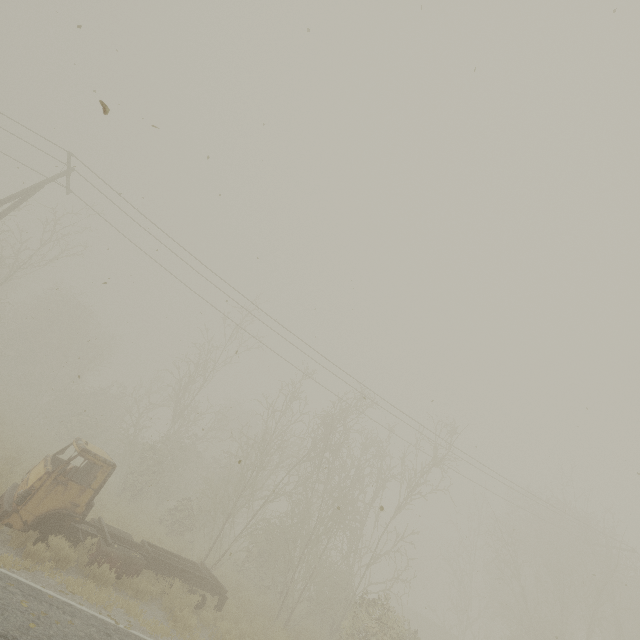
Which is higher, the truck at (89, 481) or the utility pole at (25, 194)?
the utility pole at (25, 194)

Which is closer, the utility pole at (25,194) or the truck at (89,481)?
the truck at (89,481)

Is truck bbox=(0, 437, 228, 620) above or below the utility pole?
below

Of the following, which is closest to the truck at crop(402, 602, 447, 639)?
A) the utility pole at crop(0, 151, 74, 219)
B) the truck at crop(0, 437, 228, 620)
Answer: the truck at crop(0, 437, 228, 620)

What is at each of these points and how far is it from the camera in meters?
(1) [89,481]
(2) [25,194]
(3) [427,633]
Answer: (1) truck, 10.7 m
(2) utility pole, 14.6 m
(3) truck, 31.4 m

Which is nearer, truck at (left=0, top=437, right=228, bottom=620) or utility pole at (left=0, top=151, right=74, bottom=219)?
truck at (left=0, top=437, right=228, bottom=620)
